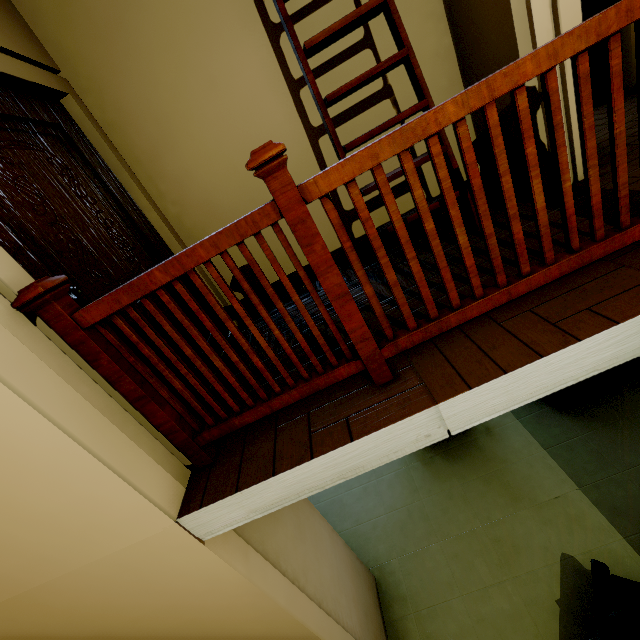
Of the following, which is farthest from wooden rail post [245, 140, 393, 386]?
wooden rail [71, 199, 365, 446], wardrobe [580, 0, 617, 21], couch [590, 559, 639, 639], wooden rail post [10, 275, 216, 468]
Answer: wardrobe [580, 0, 617, 21]

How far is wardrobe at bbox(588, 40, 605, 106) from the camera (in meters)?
3.24

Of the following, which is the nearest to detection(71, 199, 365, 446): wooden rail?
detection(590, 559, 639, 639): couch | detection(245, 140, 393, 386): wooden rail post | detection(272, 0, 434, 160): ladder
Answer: detection(245, 140, 393, 386): wooden rail post

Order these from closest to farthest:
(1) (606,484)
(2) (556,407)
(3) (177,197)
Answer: (3) (177,197)
(1) (606,484)
(2) (556,407)

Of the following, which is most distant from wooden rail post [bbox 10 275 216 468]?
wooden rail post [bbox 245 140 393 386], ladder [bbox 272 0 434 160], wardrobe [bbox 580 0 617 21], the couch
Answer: wardrobe [bbox 580 0 617 21]

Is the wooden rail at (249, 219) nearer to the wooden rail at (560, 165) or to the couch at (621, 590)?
the wooden rail at (560, 165)

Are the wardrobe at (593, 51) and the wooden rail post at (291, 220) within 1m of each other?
no

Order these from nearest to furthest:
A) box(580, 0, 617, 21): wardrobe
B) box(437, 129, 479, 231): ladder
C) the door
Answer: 1. the door
2. box(437, 129, 479, 231): ladder
3. box(580, 0, 617, 21): wardrobe
